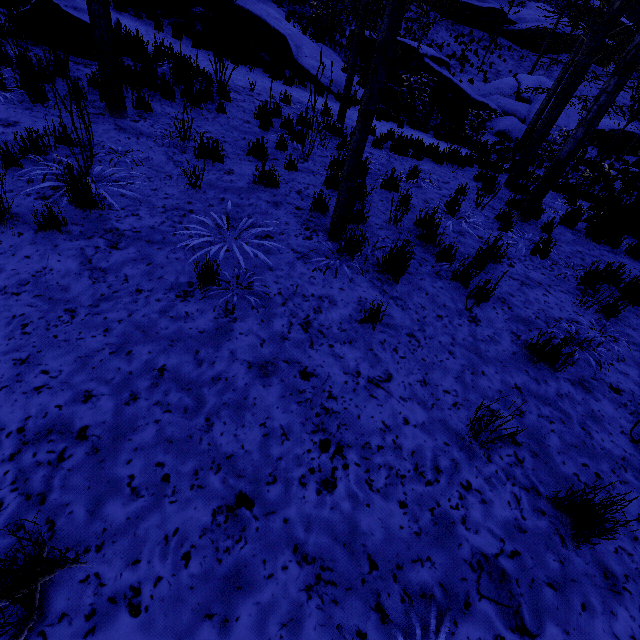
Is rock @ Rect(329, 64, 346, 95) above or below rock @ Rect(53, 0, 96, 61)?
below

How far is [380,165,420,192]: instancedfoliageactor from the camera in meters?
5.9

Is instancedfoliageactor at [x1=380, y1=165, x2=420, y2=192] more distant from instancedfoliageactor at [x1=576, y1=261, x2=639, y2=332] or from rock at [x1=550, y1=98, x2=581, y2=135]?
instancedfoliageactor at [x1=576, y1=261, x2=639, y2=332]

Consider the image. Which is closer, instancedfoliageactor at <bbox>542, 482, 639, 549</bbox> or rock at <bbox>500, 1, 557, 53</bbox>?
instancedfoliageactor at <bbox>542, 482, 639, 549</bbox>

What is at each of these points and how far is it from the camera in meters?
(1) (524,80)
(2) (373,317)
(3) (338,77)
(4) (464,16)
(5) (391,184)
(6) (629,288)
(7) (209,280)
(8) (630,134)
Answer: (1) rock, 19.5 m
(2) instancedfoliageactor, 3.1 m
(3) rock, 13.0 m
(4) rock, 26.5 m
(5) instancedfoliageactor, 5.9 m
(6) instancedfoliageactor, 4.5 m
(7) instancedfoliageactor, 3.1 m
(8) rock, 21.3 m

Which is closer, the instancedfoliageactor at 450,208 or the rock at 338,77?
the instancedfoliageactor at 450,208

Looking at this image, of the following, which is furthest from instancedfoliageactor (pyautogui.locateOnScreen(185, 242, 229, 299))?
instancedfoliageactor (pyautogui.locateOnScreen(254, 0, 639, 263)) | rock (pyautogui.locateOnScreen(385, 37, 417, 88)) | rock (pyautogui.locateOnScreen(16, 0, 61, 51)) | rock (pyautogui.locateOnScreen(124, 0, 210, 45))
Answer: rock (pyautogui.locateOnScreen(385, 37, 417, 88))

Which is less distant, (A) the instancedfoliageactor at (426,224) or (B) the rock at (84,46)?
(A) the instancedfoliageactor at (426,224)
